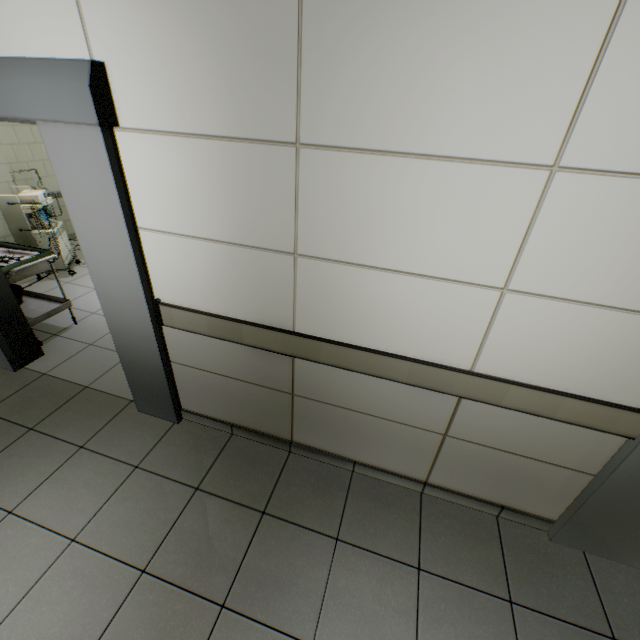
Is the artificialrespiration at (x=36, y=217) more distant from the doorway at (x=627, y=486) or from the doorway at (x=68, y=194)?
the doorway at (x=627, y=486)

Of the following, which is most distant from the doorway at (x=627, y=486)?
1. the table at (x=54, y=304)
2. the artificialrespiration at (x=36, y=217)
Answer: the artificialrespiration at (x=36, y=217)

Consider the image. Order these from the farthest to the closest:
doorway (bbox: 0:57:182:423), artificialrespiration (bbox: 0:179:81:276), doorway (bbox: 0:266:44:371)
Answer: artificialrespiration (bbox: 0:179:81:276) < doorway (bbox: 0:266:44:371) < doorway (bbox: 0:57:182:423)

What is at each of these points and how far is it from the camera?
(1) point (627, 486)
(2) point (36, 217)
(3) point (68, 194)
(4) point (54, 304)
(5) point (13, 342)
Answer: (1) doorway, 1.7 meters
(2) artificialrespiration, 4.2 meters
(3) doorway, 1.8 meters
(4) table, 3.6 meters
(5) doorway, 3.0 meters

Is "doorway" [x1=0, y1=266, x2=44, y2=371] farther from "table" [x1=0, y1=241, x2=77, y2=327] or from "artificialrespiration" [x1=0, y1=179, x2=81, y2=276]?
"artificialrespiration" [x1=0, y1=179, x2=81, y2=276]

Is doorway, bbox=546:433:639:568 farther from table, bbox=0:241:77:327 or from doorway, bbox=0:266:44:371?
table, bbox=0:241:77:327

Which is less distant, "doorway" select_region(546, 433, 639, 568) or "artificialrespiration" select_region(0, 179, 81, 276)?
"doorway" select_region(546, 433, 639, 568)
